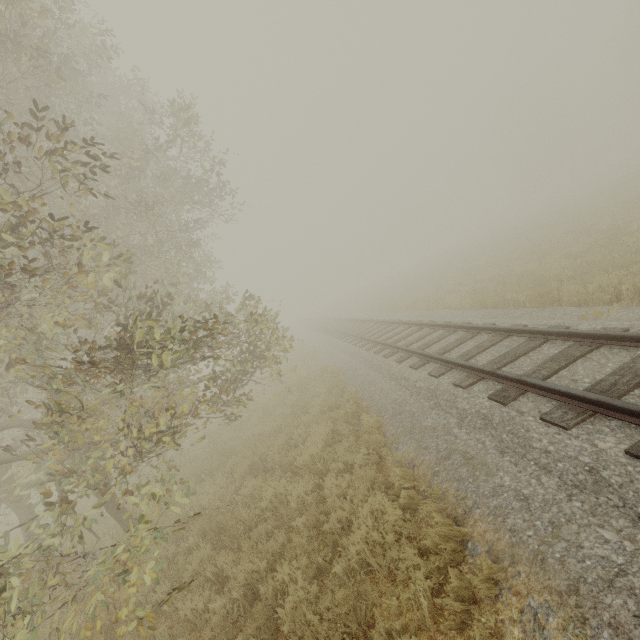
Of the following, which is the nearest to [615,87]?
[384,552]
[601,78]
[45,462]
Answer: [601,78]
